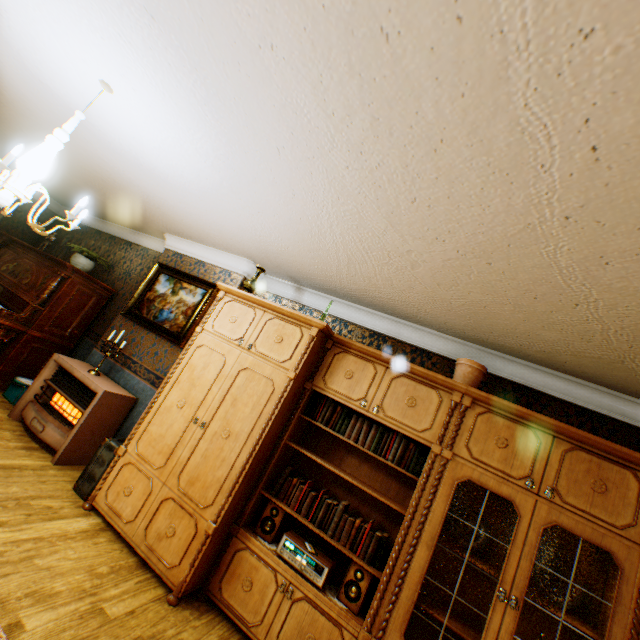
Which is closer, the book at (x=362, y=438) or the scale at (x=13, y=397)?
the book at (x=362, y=438)

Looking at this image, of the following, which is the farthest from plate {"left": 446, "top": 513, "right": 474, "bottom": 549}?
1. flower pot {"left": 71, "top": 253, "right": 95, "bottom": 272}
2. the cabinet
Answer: flower pot {"left": 71, "top": 253, "right": 95, "bottom": 272}

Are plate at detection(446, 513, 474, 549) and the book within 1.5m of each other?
yes

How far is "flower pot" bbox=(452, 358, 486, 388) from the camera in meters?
3.0

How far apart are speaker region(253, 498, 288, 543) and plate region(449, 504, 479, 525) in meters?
1.4 m

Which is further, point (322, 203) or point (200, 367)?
point (200, 367)

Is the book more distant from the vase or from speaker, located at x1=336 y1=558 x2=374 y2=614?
the vase

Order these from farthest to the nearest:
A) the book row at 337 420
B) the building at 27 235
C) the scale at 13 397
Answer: the building at 27 235 < the scale at 13 397 < the book row at 337 420
